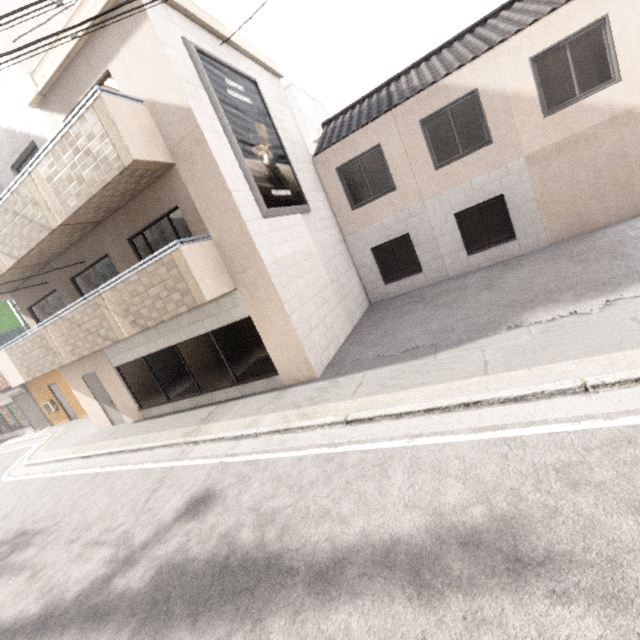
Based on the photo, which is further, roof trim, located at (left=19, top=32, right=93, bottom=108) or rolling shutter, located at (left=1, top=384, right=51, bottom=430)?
rolling shutter, located at (left=1, top=384, right=51, bottom=430)

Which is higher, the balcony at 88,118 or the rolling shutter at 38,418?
the balcony at 88,118

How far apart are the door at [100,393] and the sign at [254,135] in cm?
828

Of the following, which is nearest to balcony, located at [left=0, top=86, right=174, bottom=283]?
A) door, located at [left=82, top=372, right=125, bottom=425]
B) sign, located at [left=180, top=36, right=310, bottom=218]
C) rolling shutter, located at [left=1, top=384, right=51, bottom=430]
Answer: sign, located at [left=180, top=36, right=310, bottom=218]

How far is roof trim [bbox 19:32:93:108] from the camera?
6.77m

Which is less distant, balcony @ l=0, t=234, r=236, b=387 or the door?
balcony @ l=0, t=234, r=236, b=387

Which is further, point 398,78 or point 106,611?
point 398,78

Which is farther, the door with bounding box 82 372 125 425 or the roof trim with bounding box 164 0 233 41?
the door with bounding box 82 372 125 425
